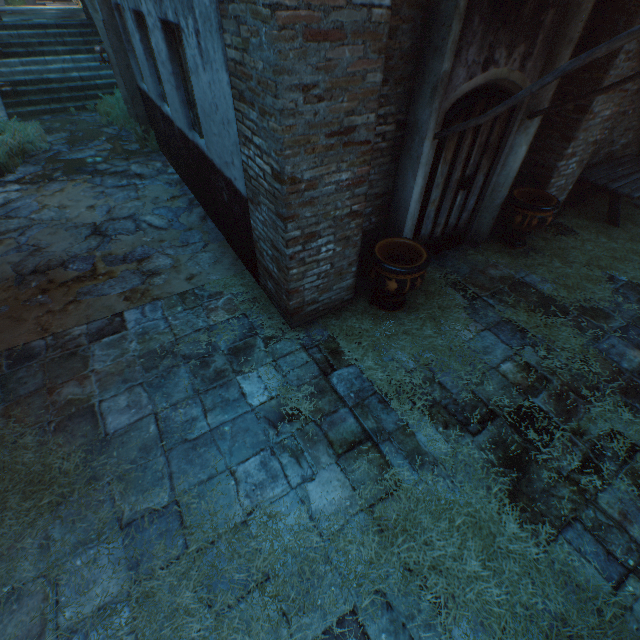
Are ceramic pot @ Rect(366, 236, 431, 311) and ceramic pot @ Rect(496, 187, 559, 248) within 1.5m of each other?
no

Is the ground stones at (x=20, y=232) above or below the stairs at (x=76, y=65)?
below

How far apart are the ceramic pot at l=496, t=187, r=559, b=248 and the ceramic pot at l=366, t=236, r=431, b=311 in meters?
2.2

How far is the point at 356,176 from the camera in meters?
3.2

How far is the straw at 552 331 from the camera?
4.0m

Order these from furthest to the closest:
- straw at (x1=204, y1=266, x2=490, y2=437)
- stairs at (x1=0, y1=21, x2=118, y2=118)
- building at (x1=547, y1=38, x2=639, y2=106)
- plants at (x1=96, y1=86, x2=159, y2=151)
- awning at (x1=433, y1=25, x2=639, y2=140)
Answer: stairs at (x1=0, y1=21, x2=118, y2=118) → plants at (x1=96, y1=86, x2=159, y2=151) → building at (x1=547, y1=38, x2=639, y2=106) → straw at (x1=204, y1=266, x2=490, y2=437) → awning at (x1=433, y1=25, x2=639, y2=140)

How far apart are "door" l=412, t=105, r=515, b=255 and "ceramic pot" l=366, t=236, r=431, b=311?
0.60m

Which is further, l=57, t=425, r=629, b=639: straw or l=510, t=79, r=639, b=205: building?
l=510, t=79, r=639, b=205: building
